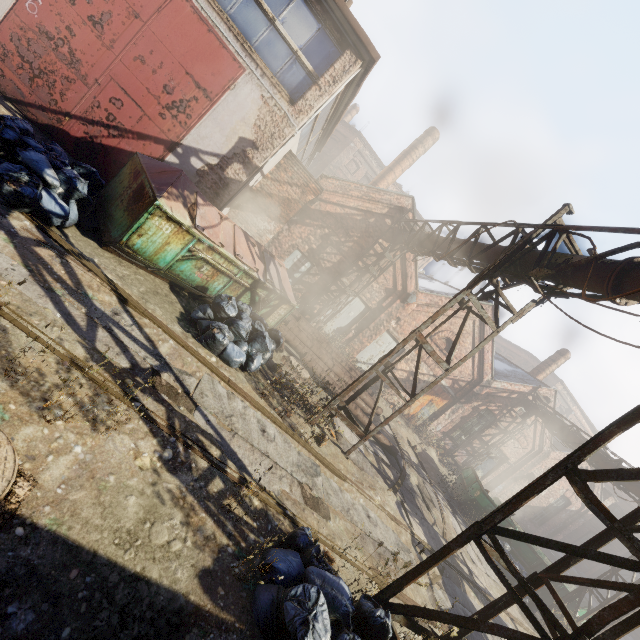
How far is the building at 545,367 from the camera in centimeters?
2047cm

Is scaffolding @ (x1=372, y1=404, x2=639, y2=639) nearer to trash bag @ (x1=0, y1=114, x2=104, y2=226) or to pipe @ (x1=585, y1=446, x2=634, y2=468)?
pipe @ (x1=585, y1=446, x2=634, y2=468)

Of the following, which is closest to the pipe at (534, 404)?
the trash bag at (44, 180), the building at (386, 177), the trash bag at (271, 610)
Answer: the trash bag at (271, 610)

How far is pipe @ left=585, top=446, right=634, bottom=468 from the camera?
13.2 meters

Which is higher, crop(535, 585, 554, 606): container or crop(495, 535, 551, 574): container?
crop(495, 535, 551, 574): container

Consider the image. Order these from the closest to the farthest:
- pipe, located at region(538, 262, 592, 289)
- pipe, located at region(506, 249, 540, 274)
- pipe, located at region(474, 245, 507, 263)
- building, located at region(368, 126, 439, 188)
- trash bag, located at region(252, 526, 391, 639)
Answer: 1. trash bag, located at region(252, 526, 391, 639)
2. pipe, located at region(538, 262, 592, 289)
3. pipe, located at region(506, 249, 540, 274)
4. pipe, located at region(474, 245, 507, 263)
5. building, located at region(368, 126, 439, 188)

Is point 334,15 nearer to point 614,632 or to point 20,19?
point 20,19

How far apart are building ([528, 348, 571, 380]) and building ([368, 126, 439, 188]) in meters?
15.0
